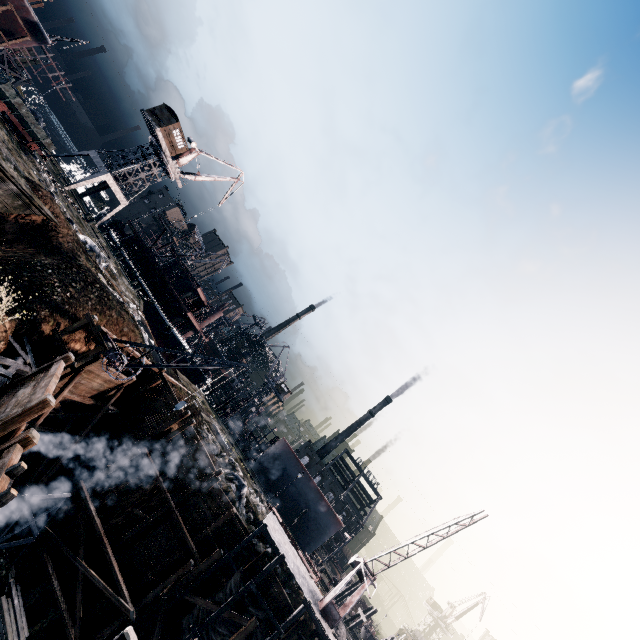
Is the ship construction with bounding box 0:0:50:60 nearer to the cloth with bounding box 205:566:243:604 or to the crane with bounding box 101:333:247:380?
the crane with bounding box 101:333:247:380

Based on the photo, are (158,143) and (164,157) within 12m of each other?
yes

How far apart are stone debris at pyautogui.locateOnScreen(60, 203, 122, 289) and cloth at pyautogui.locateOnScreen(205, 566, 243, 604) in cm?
2765

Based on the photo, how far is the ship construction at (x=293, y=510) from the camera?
46.97m

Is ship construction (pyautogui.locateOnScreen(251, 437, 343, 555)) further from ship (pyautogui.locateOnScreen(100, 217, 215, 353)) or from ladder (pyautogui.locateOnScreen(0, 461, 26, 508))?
ladder (pyautogui.locateOnScreen(0, 461, 26, 508))

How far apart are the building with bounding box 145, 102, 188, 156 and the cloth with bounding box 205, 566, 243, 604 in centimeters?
5131cm

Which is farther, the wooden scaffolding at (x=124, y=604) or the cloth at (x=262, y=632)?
the cloth at (x=262, y=632)

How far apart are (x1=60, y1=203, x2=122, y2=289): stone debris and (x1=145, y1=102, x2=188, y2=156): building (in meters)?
23.25
